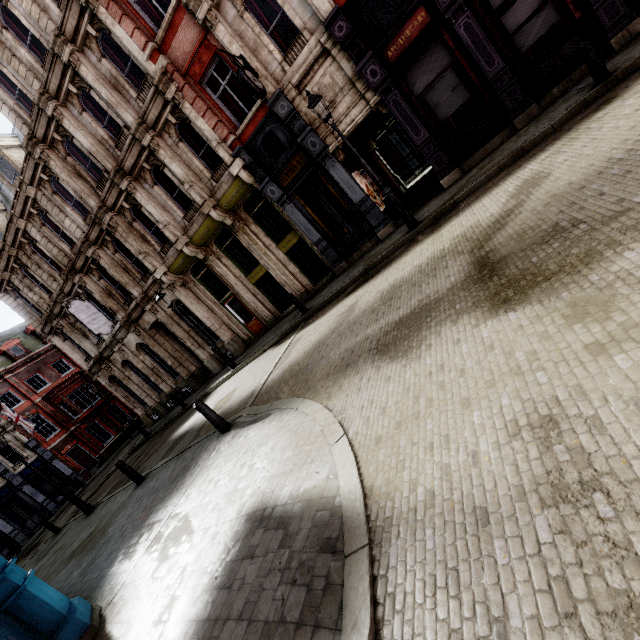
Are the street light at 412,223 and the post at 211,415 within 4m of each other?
no

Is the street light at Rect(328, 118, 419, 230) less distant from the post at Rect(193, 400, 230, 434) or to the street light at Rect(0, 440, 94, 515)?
the post at Rect(193, 400, 230, 434)

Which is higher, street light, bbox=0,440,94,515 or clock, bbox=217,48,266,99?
clock, bbox=217,48,266,99

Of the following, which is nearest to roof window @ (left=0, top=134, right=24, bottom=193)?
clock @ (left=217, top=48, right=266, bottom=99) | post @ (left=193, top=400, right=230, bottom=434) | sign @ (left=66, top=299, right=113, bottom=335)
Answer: sign @ (left=66, top=299, right=113, bottom=335)

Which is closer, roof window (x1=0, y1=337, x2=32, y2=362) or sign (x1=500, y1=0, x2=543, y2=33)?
sign (x1=500, y1=0, x2=543, y2=33)

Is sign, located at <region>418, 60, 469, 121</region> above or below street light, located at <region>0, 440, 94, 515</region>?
above

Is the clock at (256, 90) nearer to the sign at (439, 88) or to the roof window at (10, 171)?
the sign at (439, 88)

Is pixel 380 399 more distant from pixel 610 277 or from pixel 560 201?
pixel 560 201
